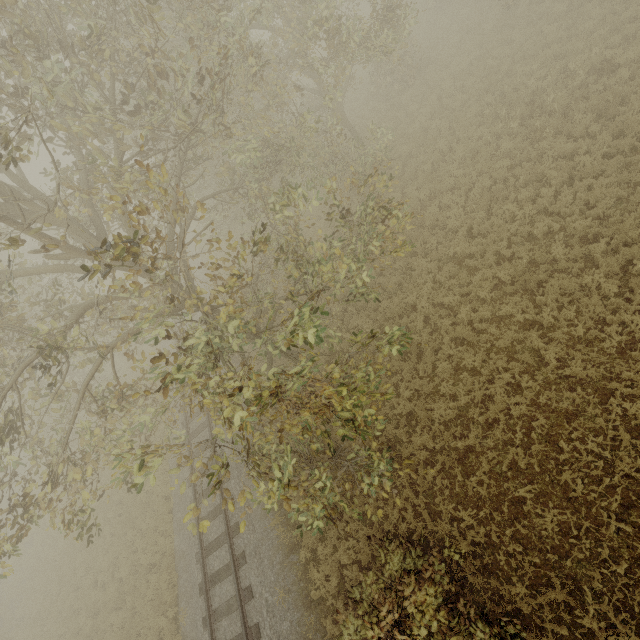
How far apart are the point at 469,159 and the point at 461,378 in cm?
985
